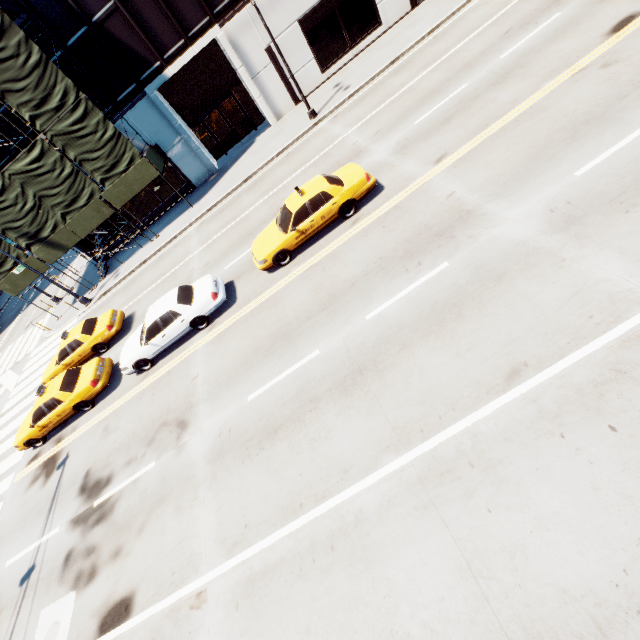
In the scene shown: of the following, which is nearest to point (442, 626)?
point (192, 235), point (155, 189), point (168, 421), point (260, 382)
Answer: point (260, 382)

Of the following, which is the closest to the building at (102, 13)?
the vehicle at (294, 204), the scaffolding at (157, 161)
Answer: the scaffolding at (157, 161)

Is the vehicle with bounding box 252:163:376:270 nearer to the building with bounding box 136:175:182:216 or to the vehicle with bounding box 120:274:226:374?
the vehicle with bounding box 120:274:226:374

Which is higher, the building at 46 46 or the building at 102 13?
the building at 46 46

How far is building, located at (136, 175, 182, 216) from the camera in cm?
2391

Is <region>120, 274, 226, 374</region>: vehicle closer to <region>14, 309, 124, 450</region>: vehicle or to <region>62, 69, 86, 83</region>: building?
<region>14, 309, 124, 450</region>: vehicle

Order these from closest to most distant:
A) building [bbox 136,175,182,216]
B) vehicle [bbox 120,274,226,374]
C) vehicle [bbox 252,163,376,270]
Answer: vehicle [bbox 252,163,376,270], vehicle [bbox 120,274,226,374], building [bbox 136,175,182,216]

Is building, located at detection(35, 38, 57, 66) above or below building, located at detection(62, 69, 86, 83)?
above
